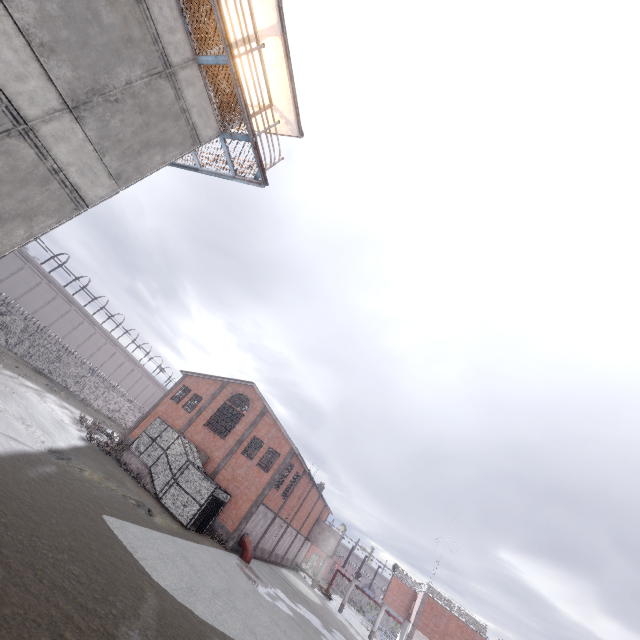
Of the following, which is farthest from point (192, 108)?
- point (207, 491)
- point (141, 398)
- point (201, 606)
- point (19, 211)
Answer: point (141, 398)

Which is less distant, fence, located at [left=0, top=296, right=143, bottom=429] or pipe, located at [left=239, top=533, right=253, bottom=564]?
pipe, located at [left=239, top=533, right=253, bottom=564]

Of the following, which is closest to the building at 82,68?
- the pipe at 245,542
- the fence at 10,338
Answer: the fence at 10,338

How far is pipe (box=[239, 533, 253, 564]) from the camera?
25.9m

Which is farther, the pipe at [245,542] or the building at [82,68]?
the pipe at [245,542]

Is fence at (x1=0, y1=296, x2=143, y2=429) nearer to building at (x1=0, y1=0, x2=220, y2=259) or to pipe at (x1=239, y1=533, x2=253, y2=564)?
building at (x1=0, y1=0, x2=220, y2=259)

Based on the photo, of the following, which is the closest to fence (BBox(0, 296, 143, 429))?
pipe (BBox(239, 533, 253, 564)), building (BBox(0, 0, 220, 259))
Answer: building (BBox(0, 0, 220, 259))
